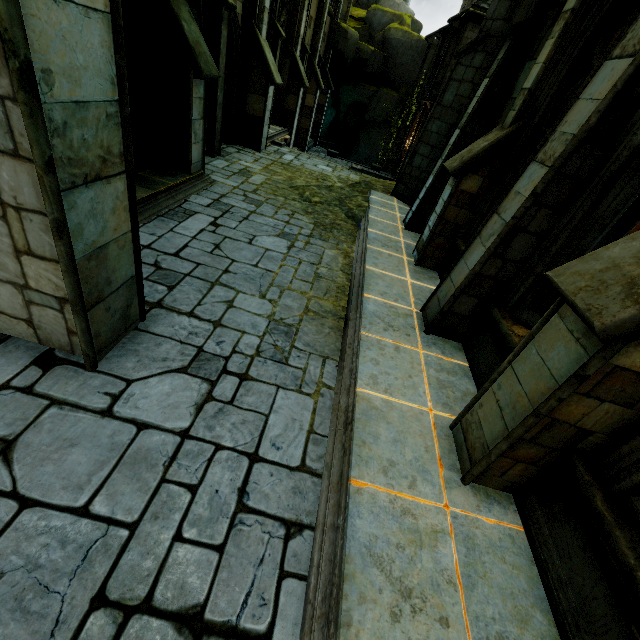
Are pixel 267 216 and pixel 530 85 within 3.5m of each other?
no

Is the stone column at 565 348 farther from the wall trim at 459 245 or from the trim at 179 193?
the trim at 179 193

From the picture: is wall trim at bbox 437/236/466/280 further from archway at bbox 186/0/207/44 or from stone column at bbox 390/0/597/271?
archway at bbox 186/0/207/44

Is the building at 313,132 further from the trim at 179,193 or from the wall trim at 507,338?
the wall trim at 507,338

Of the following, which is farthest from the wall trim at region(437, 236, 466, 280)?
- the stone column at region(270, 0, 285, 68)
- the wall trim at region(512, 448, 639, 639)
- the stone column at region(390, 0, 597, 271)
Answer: the stone column at region(270, 0, 285, 68)

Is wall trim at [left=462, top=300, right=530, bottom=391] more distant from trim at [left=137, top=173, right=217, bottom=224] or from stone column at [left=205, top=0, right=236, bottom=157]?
stone column at [left=205, top=0, right=236, bottom=157]

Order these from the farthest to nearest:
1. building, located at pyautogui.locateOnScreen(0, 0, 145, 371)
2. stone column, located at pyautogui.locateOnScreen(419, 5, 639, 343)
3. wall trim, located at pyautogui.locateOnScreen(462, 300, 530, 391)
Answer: wall trim, located at pyautogui.locateOnScreen(462, 300, 530, 391)
stone column, located at pyautogui.locateOnScreen(419, 5, 639, 343)
building, located at pyautogui.locateOnScreen(0, 0, 145, 371)

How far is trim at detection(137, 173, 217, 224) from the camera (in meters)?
6.30
